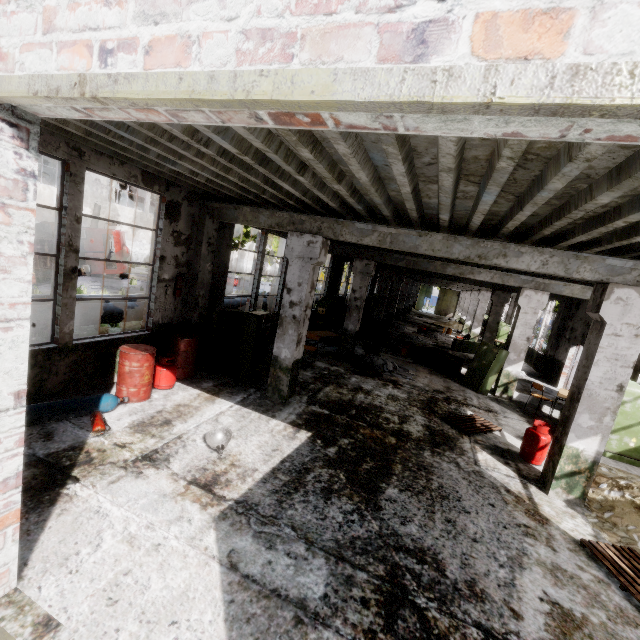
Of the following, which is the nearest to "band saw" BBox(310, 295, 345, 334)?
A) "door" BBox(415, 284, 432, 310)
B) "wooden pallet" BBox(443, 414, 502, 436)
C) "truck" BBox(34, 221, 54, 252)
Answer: "wooden pallet" BBox(443, 414, 502, 436)

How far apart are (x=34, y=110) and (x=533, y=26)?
2.82m

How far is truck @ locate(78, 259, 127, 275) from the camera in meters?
20.1

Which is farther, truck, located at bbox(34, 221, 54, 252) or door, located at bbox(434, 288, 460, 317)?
door, located at bbox(434, 288, 460, 317)

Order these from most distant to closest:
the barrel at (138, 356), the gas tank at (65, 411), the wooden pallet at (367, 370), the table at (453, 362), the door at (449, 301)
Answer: the door at (449, 301), the table at (453, 362), the wooden pallet at (367, 370), the barrel at (138, 356), the gas tank at (65, 411)

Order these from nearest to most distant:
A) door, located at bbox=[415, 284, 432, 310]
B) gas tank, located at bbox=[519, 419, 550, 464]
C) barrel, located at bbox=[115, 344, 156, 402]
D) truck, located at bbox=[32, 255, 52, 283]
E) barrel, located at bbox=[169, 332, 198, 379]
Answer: barrel, located at bbox=[115, 344, 156, 402]
gas tank, located at bbox=[519, 419, 550, 464]
barrel, located at bbox=[169, 332, 198, 379]
truck, located at bbox=[32, 255, 52, 283]
door, located at bbox=[415, 284, 432, 310]

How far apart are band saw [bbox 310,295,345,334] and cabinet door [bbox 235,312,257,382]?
7.8m

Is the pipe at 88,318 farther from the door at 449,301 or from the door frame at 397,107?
the door at 449,301
